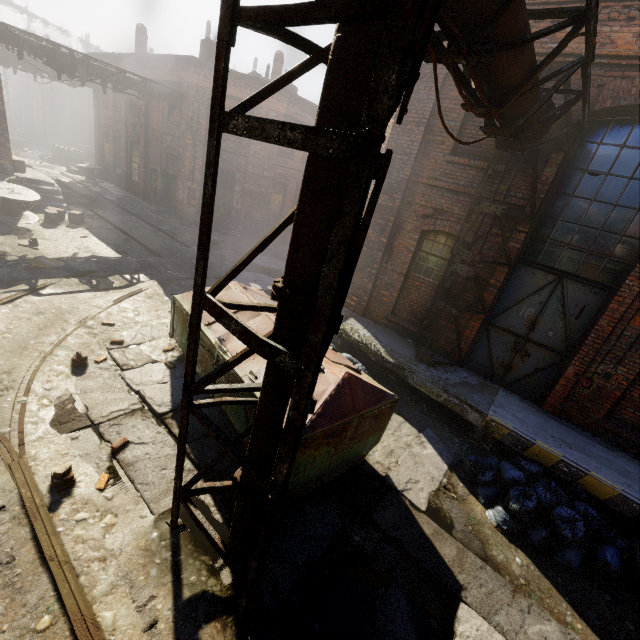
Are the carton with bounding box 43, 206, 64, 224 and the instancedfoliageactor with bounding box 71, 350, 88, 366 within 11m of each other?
yes

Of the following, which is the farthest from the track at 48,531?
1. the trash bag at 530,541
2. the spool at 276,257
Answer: the trash bag at 530,541

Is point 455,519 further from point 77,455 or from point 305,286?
point 77,455

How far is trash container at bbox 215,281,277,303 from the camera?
6.4m

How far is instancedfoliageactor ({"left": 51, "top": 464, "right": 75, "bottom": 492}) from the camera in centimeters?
397cm

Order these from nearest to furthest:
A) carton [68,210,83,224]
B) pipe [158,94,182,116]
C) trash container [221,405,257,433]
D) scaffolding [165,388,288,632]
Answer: scaffolding [165,388,288,632]
trash container [221,405,257,433]
carton [68,210,83,224]
pipe [158,94,182,116]

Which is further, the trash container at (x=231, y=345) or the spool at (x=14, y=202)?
the spool at (x=14, y=202)

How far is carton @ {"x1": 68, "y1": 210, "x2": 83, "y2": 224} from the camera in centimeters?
1312cm
